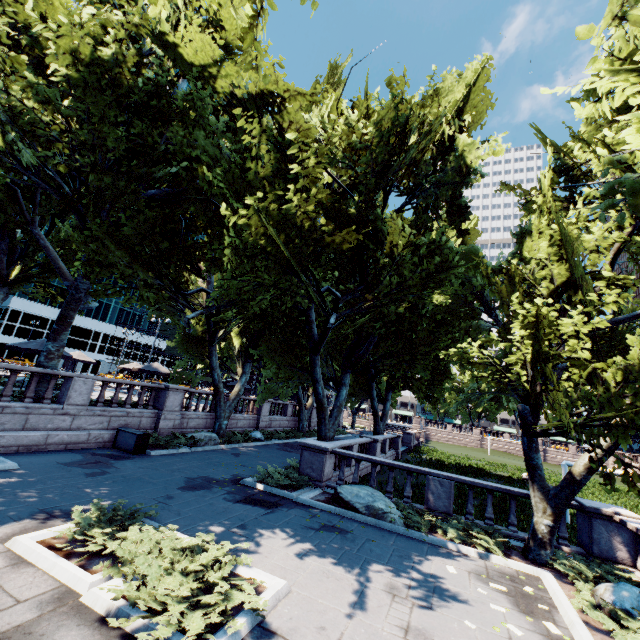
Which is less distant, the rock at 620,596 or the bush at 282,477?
the rock at 620,596

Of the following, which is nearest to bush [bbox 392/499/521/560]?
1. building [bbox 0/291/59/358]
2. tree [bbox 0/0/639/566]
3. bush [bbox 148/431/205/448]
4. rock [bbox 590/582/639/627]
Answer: tree [bbox 0/0/639/566]

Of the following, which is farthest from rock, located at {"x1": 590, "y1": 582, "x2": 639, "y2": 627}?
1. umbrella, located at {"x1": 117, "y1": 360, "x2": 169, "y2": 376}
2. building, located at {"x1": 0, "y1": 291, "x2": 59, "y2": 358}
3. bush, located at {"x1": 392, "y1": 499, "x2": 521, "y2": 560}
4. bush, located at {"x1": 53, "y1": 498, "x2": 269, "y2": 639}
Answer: building, located at {"x1": 0, "y1": 291, "x2": 59, "y2": 358}

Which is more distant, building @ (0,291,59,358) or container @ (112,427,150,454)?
building @ (0,291,59,358)

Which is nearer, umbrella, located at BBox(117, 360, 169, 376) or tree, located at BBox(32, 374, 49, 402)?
tree, located at BBox(32, 374, 49, 402)

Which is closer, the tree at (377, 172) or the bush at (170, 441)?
the tree at (377, 172)

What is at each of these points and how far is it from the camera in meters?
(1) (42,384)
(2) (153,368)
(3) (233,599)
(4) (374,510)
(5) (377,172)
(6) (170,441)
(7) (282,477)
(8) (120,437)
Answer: (1) tree, 13.6 m
(2) umbrella, 23.0 m
(3) bush, 5.1 m
(4) rock, 10.9 m
(5) tree, 15.6 m
(6) bush, 16.4 m
(7) bush, 12.9 m
(8) container, 14.9 m

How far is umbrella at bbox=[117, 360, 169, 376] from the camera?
22.5m
